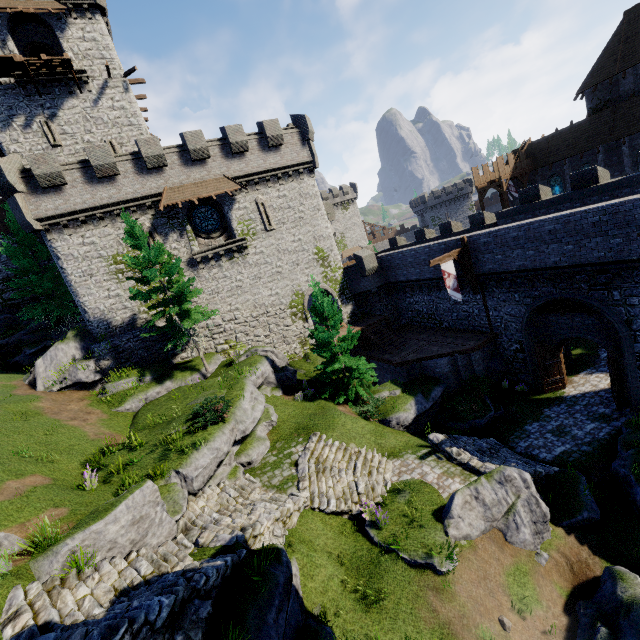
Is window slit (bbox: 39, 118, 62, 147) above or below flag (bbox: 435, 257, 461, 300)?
above

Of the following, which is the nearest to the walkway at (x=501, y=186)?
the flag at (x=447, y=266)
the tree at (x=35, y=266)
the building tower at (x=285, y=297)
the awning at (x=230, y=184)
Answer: the building tower at (x=285, y=297)

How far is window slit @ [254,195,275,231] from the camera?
25.27m

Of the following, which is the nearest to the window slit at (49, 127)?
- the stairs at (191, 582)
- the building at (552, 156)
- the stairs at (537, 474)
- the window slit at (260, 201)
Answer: the window slit at (260, 201)

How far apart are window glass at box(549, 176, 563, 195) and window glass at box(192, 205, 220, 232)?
37.80m

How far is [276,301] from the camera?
26.4 meters

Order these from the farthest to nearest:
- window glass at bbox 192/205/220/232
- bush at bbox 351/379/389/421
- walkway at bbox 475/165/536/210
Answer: walkway at bbox 475/165/536/210 < window glass at bbox 192/205/220/232 < bush at bbox 351/379/389/421

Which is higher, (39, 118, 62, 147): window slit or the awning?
(39, 118, 62, 147): window slit
